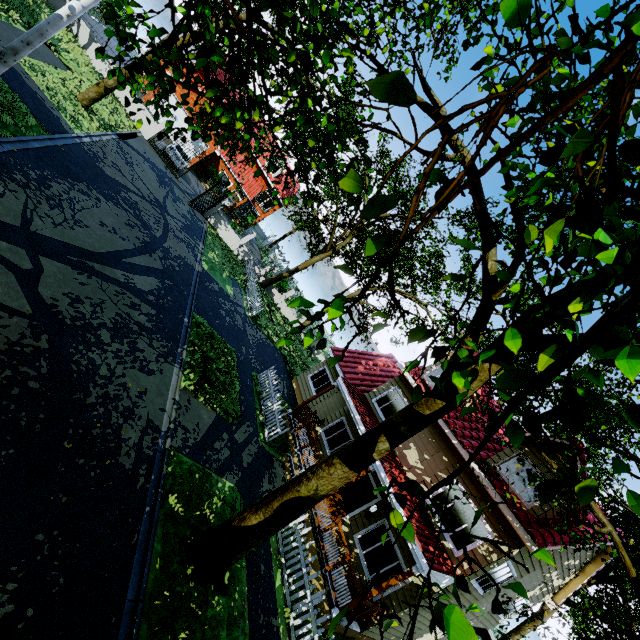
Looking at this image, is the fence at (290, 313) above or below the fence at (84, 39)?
above

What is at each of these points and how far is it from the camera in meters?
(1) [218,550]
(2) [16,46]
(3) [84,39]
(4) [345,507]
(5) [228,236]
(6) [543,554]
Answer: (1) tree, 6.5
(2) street light, 7.9
(3) fence, 19.1
(4) door, 12.9
(5) fence, 27.0
(6) tree, 1.6

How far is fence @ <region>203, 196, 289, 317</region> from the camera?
22.8m

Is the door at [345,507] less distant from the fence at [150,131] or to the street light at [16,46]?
the street light at [16,46]

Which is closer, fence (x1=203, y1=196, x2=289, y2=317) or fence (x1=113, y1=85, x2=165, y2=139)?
fence (x1=113, y1=85, x2=165, y2=139)

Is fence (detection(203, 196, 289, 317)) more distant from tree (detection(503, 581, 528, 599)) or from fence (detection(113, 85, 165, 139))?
fence (detection(113, 85, 165, 139))

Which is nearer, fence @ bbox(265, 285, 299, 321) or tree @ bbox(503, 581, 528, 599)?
tree @ bbox(503, 581, 528, 599)

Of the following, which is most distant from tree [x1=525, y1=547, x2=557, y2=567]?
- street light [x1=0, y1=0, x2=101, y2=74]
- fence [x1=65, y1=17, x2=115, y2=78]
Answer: street light [x1=0, y1=0, x2=101, y2=74]
